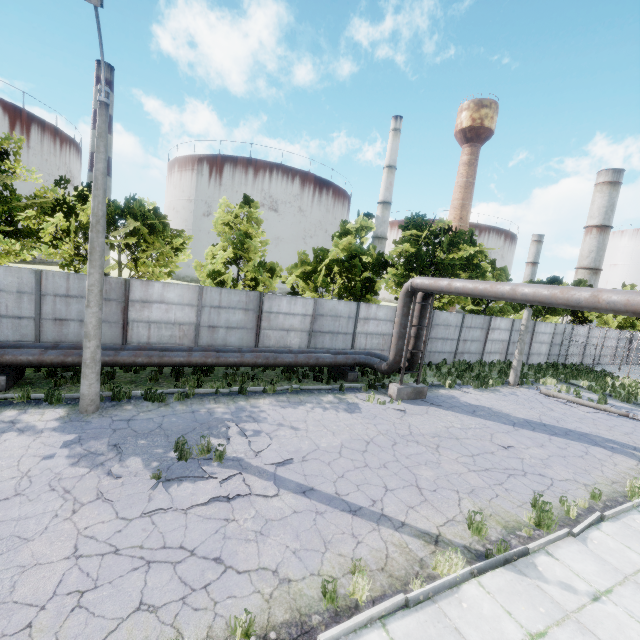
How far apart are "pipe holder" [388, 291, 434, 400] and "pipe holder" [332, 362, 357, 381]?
1.94m

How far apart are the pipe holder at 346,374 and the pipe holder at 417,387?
1.94m

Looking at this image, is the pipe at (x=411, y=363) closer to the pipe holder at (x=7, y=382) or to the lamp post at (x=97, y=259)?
the pipe holder at (x=7, y=382)

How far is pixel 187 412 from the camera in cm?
1021

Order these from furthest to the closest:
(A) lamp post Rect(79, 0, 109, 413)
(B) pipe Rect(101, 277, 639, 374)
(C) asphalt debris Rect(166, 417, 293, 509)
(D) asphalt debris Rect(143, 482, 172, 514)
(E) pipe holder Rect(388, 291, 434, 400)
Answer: (E) pipe holder Rect(388, 291, 434, 400) → (A) lamp post Rect(79, 0, 109, 413) → (B) pipe Rect(101, 277, 639, 374) → (C) asphalt debris Rect(166, 417, 293, 509) → (D) asphalt debris Rect(143, 482, 172, 514)

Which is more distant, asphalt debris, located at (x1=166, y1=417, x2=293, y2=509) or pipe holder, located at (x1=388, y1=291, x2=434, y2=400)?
pipe holder, located at (x1=388, y1=291, x2=434, y2=400)

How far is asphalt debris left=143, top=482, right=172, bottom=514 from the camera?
6.03m

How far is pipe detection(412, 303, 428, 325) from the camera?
14.4 meters
